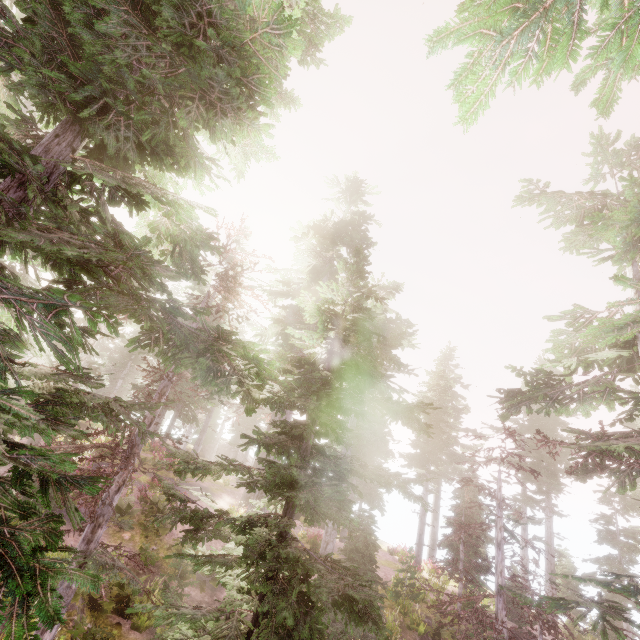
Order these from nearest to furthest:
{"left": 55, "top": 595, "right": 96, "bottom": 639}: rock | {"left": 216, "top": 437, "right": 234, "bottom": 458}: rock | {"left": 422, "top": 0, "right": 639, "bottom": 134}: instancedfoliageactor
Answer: {"left": 422, "top": 0, "right": 639, "bottom": 134}: instancedfoliageactor
{"left": 55, "top": 595, "right": 96, "bottom": 639}: rock
{"left": 216, "top": 437, "right": 234, "bottom": 458}: rock

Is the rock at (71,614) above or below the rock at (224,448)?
below

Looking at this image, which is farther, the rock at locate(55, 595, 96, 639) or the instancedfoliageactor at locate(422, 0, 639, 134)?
the rock at locate(55, 595, 96, 639)

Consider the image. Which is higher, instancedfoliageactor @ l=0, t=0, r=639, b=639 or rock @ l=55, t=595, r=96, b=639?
instancedfoliageactor @ l=0, t=0, r=639, b=639

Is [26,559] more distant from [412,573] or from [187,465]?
[412,573]

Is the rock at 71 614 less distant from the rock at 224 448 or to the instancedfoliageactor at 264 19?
the instancedfoliageactor at 264 19

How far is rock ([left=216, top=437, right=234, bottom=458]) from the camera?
47.8m
